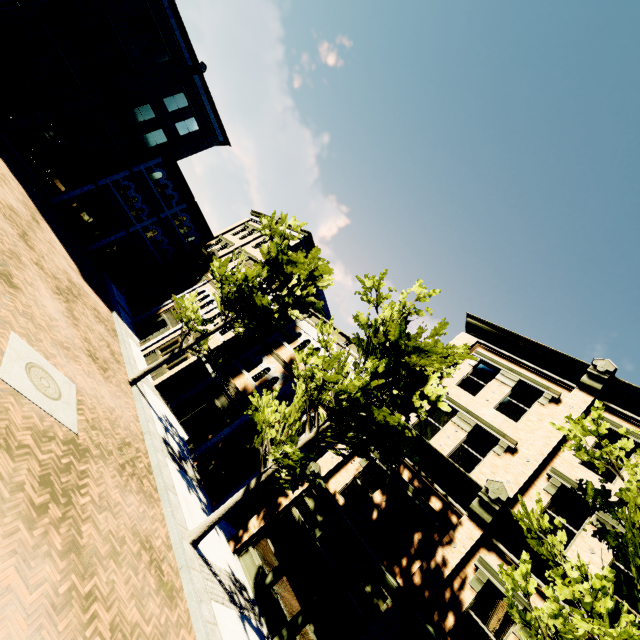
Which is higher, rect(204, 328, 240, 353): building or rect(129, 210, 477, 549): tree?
rect(129, 210, 477, 549): tree

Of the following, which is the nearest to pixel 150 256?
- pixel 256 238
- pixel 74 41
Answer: pixel 256 238

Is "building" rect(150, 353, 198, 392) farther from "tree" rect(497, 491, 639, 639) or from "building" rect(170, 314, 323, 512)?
"tree" rect(497, 491, 639, 639)

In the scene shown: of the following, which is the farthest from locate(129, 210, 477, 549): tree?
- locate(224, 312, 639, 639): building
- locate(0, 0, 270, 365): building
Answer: locate(0, 0, 270, 365): building

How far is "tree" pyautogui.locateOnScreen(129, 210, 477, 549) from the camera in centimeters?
922cm

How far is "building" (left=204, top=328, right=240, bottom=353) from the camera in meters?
17.8 m

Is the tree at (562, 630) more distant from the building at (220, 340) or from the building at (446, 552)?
the building at (220, 340)
